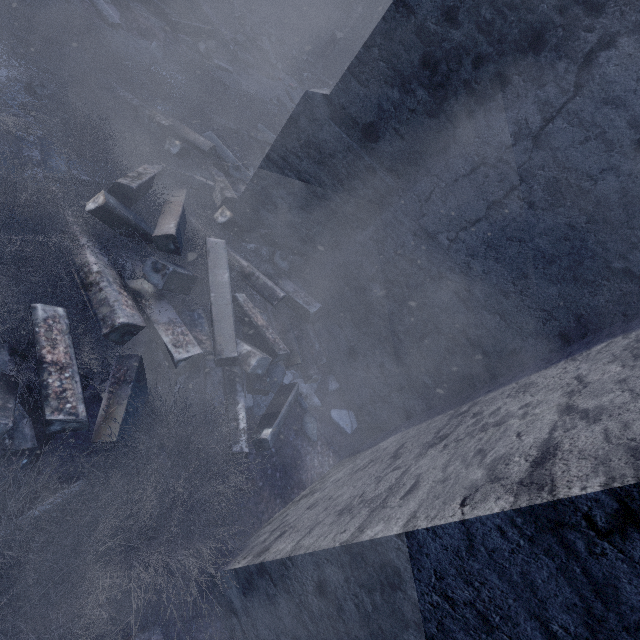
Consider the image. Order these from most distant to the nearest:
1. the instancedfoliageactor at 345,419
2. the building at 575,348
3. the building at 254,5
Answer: the building at 254,5 → the instancedfoliageactor at 345,419 → the building at 575,348

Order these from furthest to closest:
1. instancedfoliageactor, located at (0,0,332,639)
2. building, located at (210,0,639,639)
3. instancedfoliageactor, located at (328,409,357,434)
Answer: instancedfoliageactor, located at (328,409,357,434) → instancedfoliageactor, located at (0,0,332,639) → building, located at (210,0,639,639)

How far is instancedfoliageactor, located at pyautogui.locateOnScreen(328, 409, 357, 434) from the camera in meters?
4.2 m

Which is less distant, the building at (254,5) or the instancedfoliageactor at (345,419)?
the instancedfoliageactor at (345,419)

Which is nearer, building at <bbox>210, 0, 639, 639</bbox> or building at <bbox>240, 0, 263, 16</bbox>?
building at <bbox>210, 0, 639, 639</bbox>

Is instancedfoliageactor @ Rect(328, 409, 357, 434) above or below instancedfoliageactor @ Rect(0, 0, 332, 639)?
below

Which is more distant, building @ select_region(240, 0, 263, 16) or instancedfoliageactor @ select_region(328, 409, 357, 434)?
building @ select_region(240, 0, 263, 16)

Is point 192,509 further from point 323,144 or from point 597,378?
point 323,144
